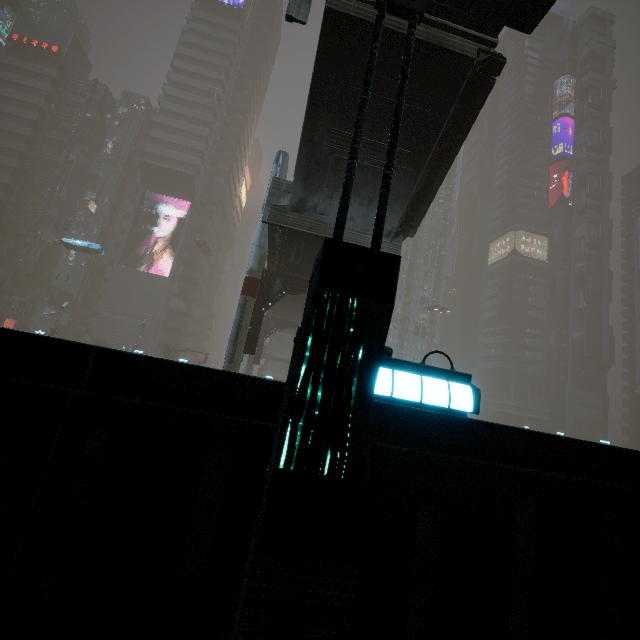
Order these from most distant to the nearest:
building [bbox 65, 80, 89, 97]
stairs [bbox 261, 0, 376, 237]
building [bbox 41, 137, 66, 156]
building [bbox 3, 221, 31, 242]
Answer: building [bbox 65, 80, 89, 97] < building [bbox 41, 137, 66, 156] < building [bbox 3, 221, 31, 242] < stairs [bbox 261, 0, 376, 237]

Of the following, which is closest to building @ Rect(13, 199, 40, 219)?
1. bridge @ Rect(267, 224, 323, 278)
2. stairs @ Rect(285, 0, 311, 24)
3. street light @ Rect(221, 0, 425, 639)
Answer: street light @ Rect(221, 0, 425, 639)

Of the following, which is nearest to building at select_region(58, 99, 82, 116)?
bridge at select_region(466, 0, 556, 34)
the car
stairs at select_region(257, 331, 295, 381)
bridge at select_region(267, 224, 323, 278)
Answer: stairs at select_region(257, 331, 295, 381)

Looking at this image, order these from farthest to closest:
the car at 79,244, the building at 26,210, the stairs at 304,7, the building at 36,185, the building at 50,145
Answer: the building at 50,145 < the building at 36,185 < the building at 26,210 < the car at 79,244 < the stairs at 304,7

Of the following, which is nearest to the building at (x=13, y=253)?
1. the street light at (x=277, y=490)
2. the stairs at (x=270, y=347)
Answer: the street light at (x=277, y=490)

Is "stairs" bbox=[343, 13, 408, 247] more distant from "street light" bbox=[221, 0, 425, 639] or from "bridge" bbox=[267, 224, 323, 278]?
"street light" bbox=[221, 0, 425, 639]

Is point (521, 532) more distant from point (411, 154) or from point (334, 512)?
point (411, 154)

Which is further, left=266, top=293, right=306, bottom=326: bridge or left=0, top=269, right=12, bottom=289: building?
left=0, top=269, right=12, bottom=289: building
